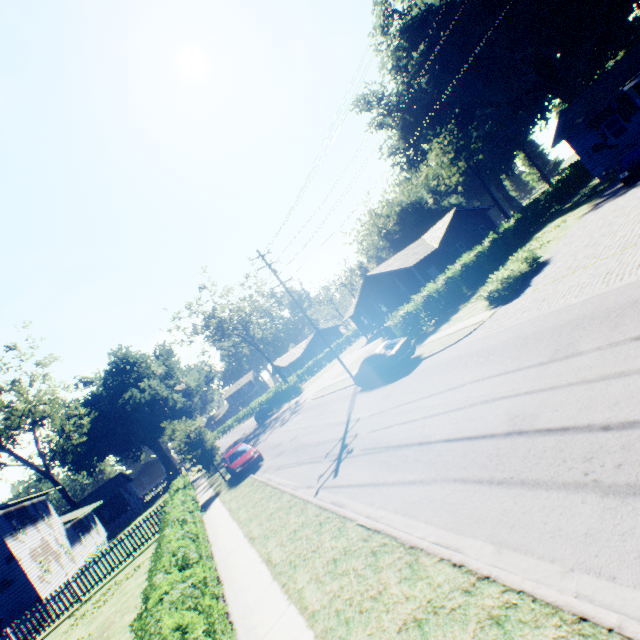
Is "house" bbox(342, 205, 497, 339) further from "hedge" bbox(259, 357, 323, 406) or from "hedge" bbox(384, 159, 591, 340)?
"hedge" bbox(259, 357, 323, 406)

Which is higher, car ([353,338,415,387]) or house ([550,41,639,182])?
house ([550,41,639,182])

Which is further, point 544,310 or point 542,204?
point 542,204

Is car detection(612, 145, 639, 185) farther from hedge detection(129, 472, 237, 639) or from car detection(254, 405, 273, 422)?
car detection(254, 405, 273, 422)

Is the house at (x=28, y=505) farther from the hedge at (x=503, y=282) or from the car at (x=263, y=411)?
the hedge at (x=503, y=282)

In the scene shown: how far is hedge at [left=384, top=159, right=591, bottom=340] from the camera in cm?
2225

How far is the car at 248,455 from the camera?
19.3m

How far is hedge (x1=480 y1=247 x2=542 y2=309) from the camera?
15.7m
